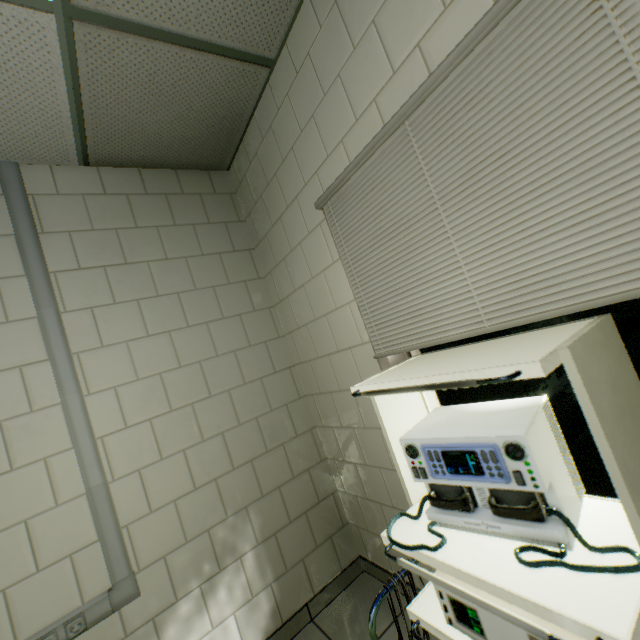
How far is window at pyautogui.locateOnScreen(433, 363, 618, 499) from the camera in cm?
115

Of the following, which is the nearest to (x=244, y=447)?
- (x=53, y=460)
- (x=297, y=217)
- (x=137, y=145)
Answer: (x=53, y=460)

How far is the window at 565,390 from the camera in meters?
1.2 m

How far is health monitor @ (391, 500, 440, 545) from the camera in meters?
0.8

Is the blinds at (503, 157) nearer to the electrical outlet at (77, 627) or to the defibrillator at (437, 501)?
the defibrillator at (437, 501)

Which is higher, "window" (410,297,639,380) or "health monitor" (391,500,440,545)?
"window" (410,297,639,380)

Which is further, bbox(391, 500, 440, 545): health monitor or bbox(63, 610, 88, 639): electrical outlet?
bbox(63, 610, 88, 639): electrical outlet

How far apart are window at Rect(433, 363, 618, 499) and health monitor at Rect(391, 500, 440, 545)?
0.39m
